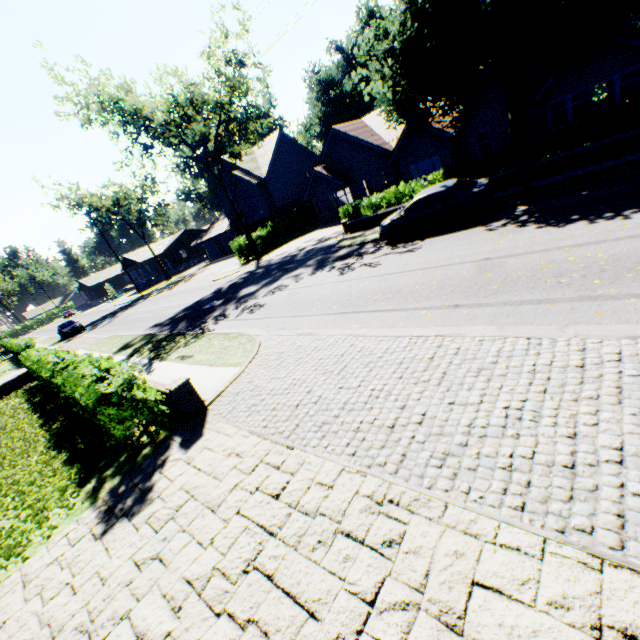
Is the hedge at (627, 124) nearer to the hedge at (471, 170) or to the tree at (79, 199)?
the hedge at (471, 170)

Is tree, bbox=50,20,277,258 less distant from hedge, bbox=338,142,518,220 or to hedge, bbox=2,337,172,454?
hedge, bbox=338,142,518,220

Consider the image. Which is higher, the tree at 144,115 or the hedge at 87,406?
the tree at 144,115

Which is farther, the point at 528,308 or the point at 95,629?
the point at 528,308

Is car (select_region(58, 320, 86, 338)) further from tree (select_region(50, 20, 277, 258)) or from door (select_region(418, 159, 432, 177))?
door (select_region(418, 159, 432, 177))

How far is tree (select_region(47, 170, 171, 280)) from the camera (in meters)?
45.06

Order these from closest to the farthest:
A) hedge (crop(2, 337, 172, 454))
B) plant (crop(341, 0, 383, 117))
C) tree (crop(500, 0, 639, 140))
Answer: hedge (crop(2, 337, 172, 454)) → tree (crop(500, 0, 639, 140)) → plant (crop(341, 0, 383, 117))

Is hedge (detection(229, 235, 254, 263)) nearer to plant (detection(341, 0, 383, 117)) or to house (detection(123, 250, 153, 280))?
plant (detection(341, 0, 383, 117))
